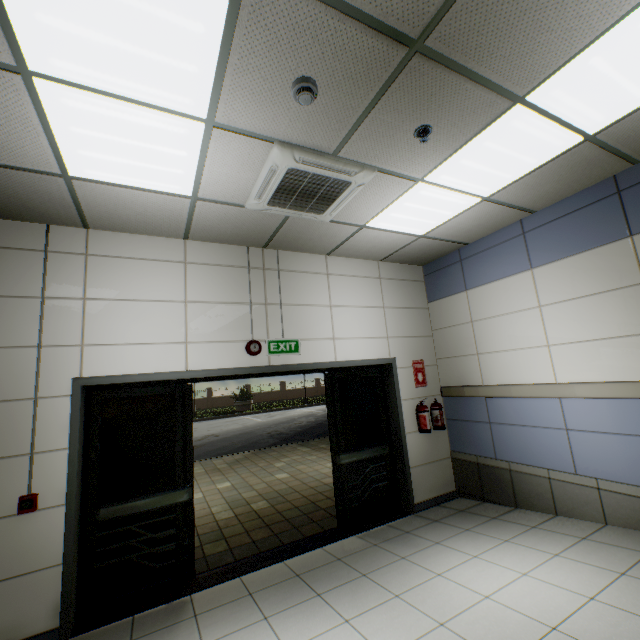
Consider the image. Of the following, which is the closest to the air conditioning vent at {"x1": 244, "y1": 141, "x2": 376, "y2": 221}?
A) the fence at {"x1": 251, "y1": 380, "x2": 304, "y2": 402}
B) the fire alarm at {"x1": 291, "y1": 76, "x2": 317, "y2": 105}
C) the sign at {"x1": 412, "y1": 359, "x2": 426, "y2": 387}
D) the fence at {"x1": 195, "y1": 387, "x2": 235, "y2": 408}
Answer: the fire alarm at {"x1": 291, "y1": 76, "x2": 317, "y2": 105}

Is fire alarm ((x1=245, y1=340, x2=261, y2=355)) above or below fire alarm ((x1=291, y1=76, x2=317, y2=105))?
below

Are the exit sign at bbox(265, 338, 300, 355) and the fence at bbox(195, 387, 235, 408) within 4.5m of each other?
no

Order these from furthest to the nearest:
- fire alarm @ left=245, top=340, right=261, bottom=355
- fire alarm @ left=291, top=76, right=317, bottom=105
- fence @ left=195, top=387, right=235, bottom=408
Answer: fence @ left=195, top=387, right=235, bottom=408, fire alarm @ left=245, top=340, right=261, bottom=355, fire alarm @ left=291, top=76, right=317, bottom=105

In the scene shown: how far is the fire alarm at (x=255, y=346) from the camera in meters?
4.0 m

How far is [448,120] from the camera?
2.4 meters

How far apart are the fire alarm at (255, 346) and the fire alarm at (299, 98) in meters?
2.7

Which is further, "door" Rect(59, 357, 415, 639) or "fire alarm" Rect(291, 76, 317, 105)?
"door" Rect(59, 357, 415, 639)
